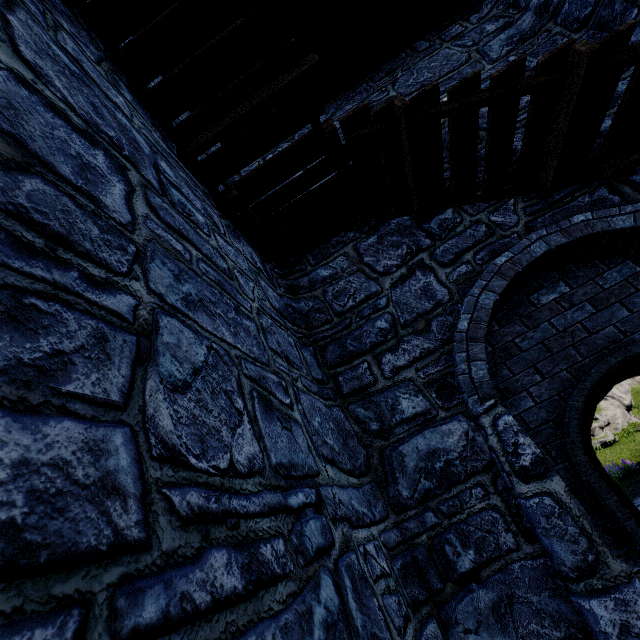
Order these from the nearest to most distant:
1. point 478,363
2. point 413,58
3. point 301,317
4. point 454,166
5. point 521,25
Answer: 1. point 478,363
2. point 454,166
3. point 301,317
4. point 521,25
5. point 413,58
